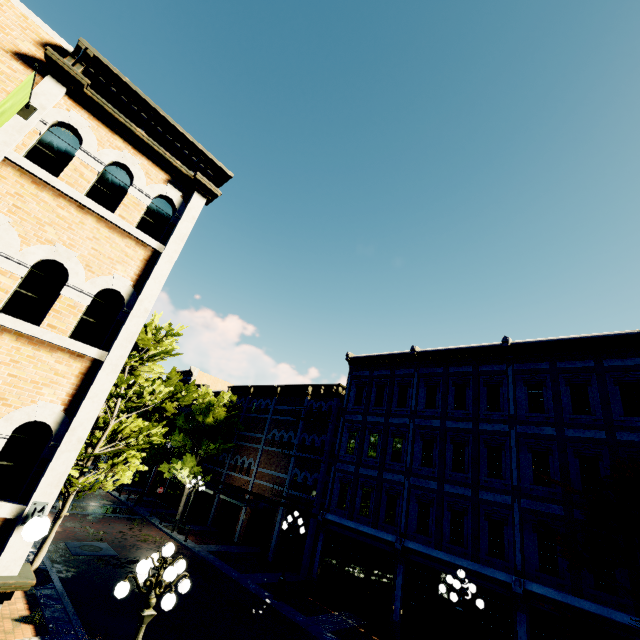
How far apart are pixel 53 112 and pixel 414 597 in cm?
2035

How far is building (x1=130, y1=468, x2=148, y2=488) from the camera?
36.7 meters

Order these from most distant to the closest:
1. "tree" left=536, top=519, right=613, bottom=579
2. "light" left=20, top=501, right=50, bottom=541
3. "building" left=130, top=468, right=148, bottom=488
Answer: "building" left=130, top=468, right=148, bottom=488 → "tree" left=536, top=519, right=613, bottom=579 → "light" left=20, top=501, right=50, bottom=541

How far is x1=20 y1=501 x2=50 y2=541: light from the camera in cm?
436

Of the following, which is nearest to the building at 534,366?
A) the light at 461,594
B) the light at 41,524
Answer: the light at 461,594

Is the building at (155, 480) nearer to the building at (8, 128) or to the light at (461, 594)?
the light at (461, 594)

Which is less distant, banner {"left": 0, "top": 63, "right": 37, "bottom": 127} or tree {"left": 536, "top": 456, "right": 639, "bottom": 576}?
banner {"left": 0, "top": 63, "right": 37, "bottom": 127}

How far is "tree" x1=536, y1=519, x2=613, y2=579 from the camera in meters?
9.2 m
